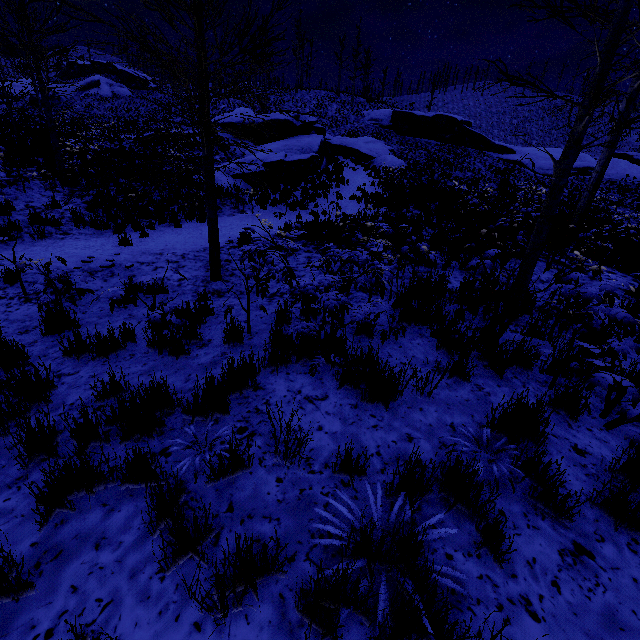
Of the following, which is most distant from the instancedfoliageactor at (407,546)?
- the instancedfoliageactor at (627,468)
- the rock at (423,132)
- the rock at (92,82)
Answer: the rock at (92,82)

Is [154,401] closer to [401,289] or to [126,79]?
[401,289]

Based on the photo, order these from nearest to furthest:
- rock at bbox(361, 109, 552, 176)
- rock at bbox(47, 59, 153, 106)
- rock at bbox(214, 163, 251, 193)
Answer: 1. rock at bbox(214, 163, 251, 193)
2. rock at bbox(361, 109, 552, 176)
3. rock at bbox(47, 59, 153, 106)

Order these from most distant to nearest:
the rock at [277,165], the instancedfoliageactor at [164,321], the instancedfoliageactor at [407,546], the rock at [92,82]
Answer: the rock at [92,82]
the rock at [277,165]
the instancedfoliageactor at [164,321]
the instancedfoliageactor at [407,546]

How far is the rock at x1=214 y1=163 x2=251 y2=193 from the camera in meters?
15.5

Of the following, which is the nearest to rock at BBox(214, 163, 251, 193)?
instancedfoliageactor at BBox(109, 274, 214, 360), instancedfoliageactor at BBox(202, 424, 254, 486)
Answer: instancedfoliageactor at BBox(109, 274, 214, 360)

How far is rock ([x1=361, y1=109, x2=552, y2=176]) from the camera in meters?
37.0
